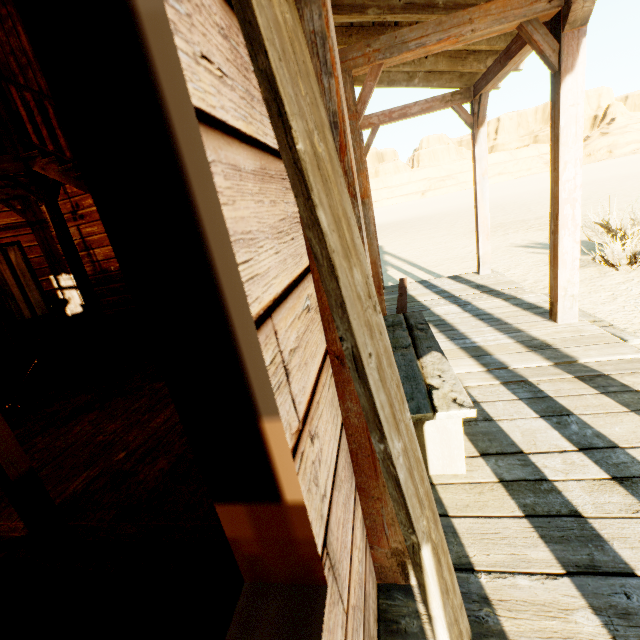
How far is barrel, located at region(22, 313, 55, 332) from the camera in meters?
9.1 m

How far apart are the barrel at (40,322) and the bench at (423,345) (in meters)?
10.20

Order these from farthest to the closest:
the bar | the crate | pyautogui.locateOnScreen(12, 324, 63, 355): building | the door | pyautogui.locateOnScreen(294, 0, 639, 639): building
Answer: the crate
pyautogui.locateOnScreen(12, 324, 63, 355): building
the door
the bar
pyautogui.locateOnScreen(294, 0, 639, 639): building

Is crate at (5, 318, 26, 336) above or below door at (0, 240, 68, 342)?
below

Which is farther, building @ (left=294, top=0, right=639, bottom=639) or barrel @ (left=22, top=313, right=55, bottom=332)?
barrel @ (left=22, top=313, right=55, bottom=332)

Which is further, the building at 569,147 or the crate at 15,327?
the crate at 15,327

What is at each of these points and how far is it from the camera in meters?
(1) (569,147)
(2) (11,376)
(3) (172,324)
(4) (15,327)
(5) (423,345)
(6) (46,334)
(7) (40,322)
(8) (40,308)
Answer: (1) building, 2.7
(2) bar, 4.7
(3) building, 0.5
(4) crate, 9.0
(5) bench, 2.4
(6) building, 8.3
(7) barrel, 9.2
(8) door, 6.8

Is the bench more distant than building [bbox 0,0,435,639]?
Yes
